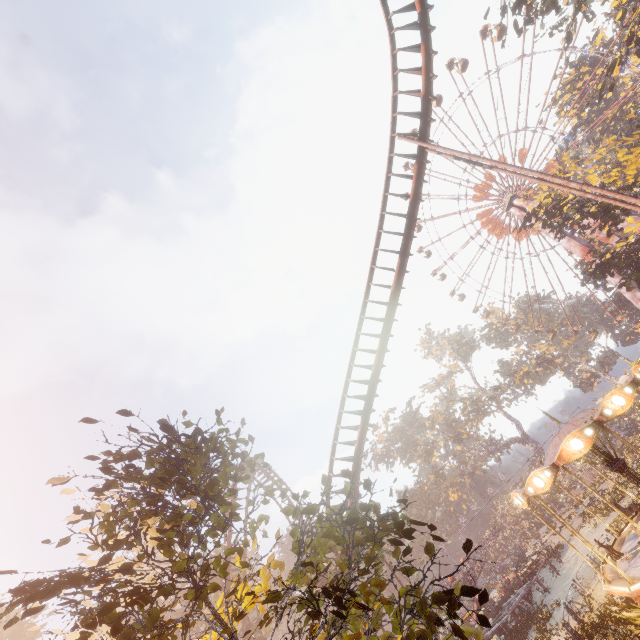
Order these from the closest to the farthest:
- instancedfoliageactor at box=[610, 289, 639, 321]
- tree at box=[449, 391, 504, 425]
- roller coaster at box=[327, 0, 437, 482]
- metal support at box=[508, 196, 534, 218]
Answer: roller coaster at box=[327, 0, 437, 482] < metal support at box=[508, 196, 534, 218] < instancedfoliageactor at box=[610, 289, 639, 321] < tree at box=[449, 391, 504, 425]

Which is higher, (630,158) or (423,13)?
(423,13)

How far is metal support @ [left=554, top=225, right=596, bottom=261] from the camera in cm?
3872

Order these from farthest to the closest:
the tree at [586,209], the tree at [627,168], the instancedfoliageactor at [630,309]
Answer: the instancedfoliageactor at [630,309] < the tree at [586,209] < the tree at [627,168]

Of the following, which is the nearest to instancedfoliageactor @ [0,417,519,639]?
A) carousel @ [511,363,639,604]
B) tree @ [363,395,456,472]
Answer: carousel @ [511,363,639,604]

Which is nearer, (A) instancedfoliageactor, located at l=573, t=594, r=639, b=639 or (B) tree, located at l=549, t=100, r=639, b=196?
(A) instancedfoliageactor, located at l=573, t=594, r=639, b=639

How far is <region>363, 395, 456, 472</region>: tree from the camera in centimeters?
5362cm

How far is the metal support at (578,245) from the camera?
38.7 meters
